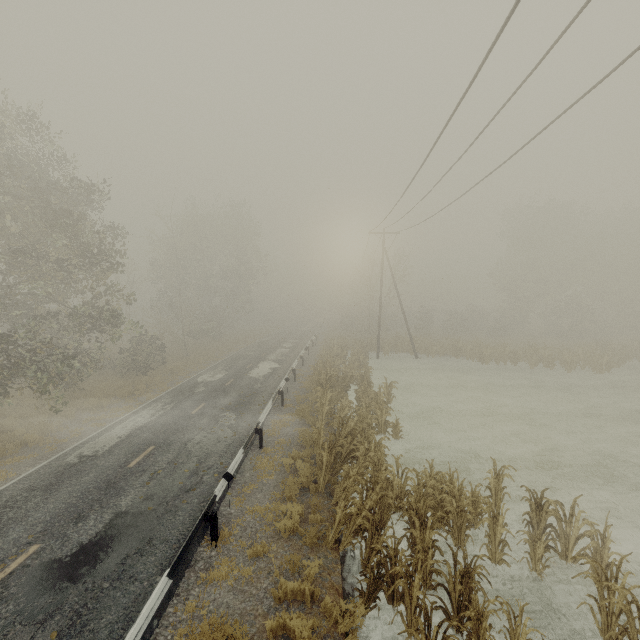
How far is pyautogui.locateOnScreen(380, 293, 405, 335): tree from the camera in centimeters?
3691cm

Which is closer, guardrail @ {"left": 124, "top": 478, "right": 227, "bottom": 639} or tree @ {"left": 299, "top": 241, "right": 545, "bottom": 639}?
guardrail @ {"left": 124, "top": 478, "right": 227, "bottom": 639}

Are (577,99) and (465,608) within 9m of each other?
no

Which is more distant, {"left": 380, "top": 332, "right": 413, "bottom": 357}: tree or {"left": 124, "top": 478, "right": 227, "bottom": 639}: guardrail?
A: {"left": 380, "top": 332, "right": 413, "bottom": 357}: tree

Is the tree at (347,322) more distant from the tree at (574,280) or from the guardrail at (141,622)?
the tree at (574,280)

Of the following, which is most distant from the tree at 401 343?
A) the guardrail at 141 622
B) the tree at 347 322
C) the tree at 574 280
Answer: the tree at 574 280

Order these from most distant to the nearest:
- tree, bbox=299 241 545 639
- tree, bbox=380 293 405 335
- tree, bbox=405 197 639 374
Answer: tree, bbox=380 293 405 335 < tree, bbox=405 197 639 374 < tree, bbox=299 241 545 639

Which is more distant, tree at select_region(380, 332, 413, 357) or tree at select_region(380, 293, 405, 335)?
tree at select_region(380, 293, 405, 335)
